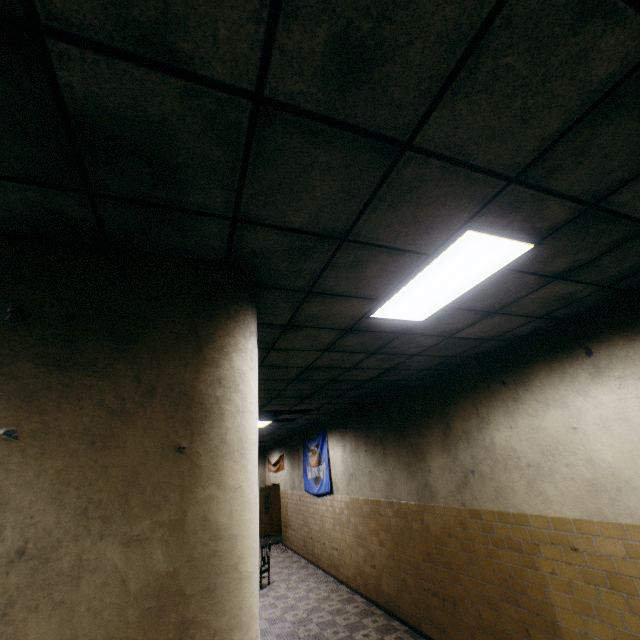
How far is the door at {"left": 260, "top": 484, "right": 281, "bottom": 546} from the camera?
13.0 meters

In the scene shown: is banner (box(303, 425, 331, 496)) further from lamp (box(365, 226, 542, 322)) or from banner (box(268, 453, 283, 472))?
lamp (box(365, 226, 542, 322))

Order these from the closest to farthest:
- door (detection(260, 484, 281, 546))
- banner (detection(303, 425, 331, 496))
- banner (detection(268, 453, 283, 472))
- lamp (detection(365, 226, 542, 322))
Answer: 1. lamp (detection(365, 226, 542, 322))
2. banner (detection(303, 425, 331, 496))
3. door (detection(260, 484, 281, 546))
4. banner (detection(268, 453, 283, 472))

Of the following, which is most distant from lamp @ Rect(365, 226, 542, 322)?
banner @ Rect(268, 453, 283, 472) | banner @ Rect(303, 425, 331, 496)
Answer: banner @ Rect(268, 453, 283, 472)

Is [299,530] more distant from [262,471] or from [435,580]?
[435,580]

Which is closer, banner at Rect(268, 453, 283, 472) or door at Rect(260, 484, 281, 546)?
door at Rect(260, 484, 281, 546)

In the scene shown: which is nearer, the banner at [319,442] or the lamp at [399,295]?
the lamp at [399,295]

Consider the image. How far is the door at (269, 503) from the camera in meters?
13.0 m
